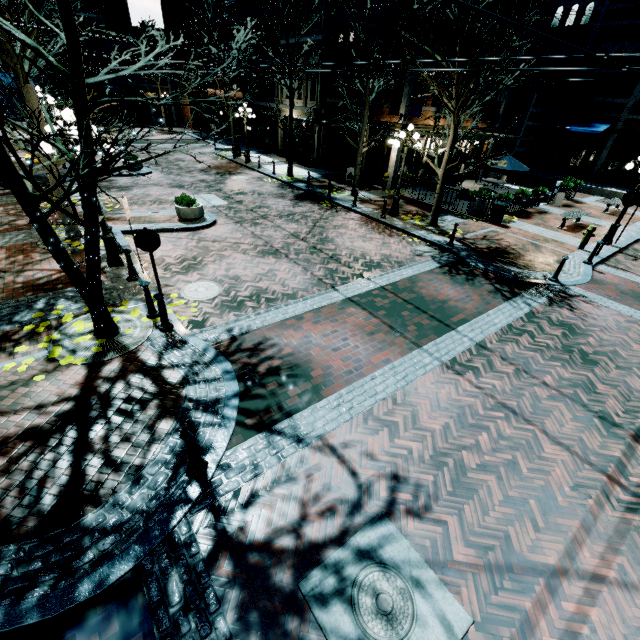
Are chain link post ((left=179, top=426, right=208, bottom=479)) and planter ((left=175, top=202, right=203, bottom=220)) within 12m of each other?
yes

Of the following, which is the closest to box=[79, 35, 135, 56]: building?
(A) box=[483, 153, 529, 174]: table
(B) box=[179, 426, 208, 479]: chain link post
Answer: (A) box=[483, 153, 529, 174]: table

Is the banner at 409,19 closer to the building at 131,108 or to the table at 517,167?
the building at 131,108

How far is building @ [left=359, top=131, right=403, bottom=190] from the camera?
18.4m

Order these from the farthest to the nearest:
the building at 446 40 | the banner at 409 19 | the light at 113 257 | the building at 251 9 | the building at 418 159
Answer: the building at 251 9
the building at 418 159
the building at 446 40
the banner at 409 19
the light at 113 257

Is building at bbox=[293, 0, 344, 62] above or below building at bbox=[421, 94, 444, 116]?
above

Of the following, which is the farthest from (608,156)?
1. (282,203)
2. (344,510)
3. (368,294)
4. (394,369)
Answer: (344,510)

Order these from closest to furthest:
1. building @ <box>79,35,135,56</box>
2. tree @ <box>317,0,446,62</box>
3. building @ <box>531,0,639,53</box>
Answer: tree @ <box>317,0,446,62</box>, building @ <box>531,0,639,53</box>, building @ <box>79,35,135,56</box>
